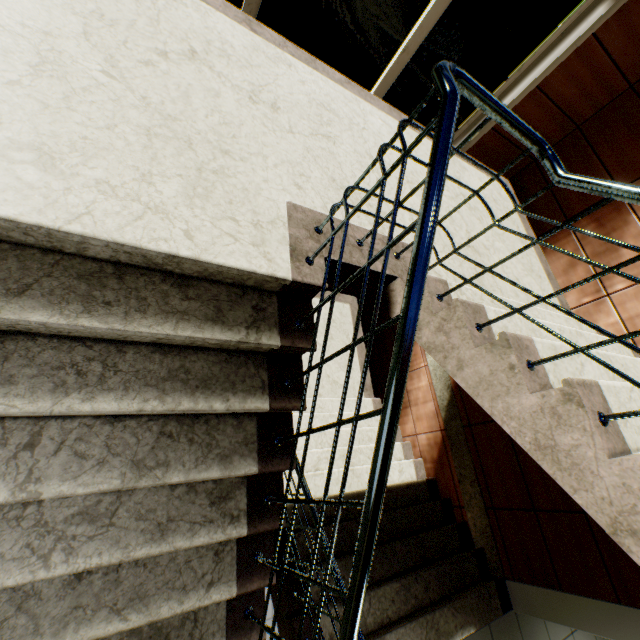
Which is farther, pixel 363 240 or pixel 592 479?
pixel 363 240
